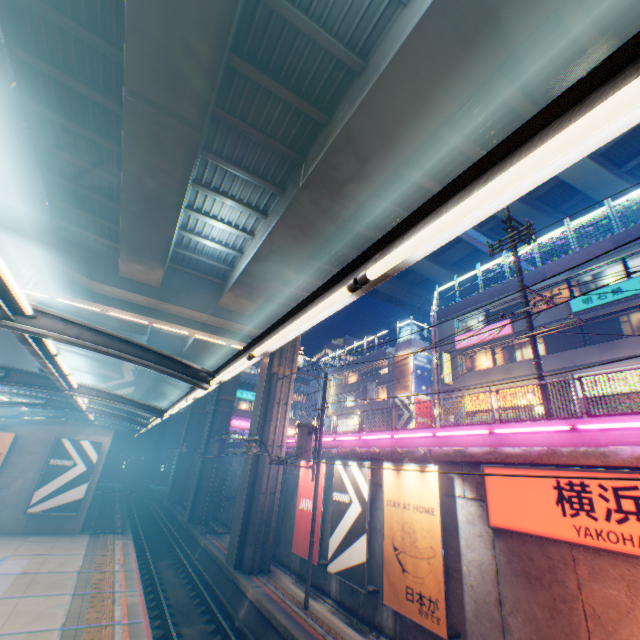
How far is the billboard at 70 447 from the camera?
20.0 meters

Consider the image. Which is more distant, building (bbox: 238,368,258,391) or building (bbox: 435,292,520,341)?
building (bbox: 238,368,258,391)

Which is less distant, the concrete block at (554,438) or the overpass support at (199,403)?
the concrete block at (554,438)

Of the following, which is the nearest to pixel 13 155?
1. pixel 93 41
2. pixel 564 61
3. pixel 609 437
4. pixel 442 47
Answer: pixel 93 41

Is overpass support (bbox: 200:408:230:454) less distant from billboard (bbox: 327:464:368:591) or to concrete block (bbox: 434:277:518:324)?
billboard (bbox: 327:464:368:591)

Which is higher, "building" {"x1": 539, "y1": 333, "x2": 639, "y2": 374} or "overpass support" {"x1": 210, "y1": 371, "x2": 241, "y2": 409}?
"building" {"x1": 539, "y1": 333, "x2": 639, "y2": 374}

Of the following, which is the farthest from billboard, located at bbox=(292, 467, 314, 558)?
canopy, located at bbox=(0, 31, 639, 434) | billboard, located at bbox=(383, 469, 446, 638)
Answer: canopy, located at bbox=(0, 31, 639, 434)

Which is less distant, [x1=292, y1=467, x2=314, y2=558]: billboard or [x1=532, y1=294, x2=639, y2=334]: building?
[x1=292, y1=467, x2=314, y2=558]: billboard
